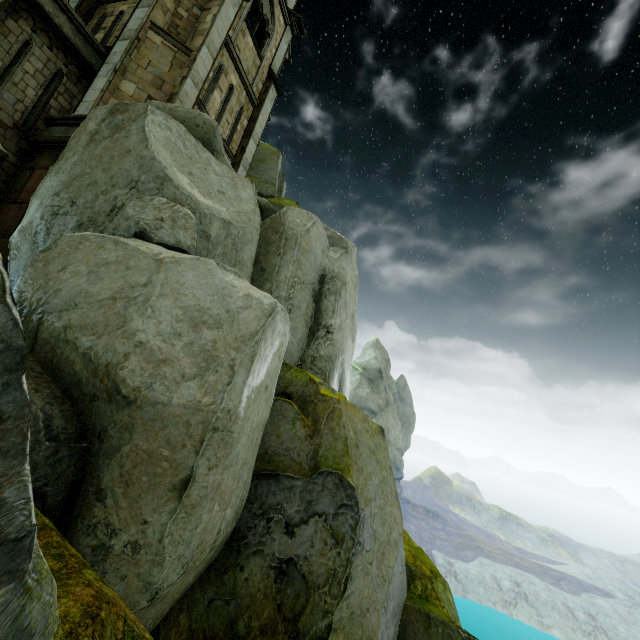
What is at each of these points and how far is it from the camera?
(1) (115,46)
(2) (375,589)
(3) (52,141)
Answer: (1) building, 11.0m
(2) rock, 7.4m
(3) wall trim, 9.4m

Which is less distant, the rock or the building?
the rock

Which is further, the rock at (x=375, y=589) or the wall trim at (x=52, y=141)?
the wall trim at (x=52, y=141)

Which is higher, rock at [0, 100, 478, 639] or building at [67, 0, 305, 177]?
building at [67, 0, 305, 177]

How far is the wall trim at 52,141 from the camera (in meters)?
9.40

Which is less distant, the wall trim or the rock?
the rock

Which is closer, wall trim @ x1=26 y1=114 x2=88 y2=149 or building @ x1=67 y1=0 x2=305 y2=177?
wall trim @ x1=26 y1=114 x2=88 y2=149

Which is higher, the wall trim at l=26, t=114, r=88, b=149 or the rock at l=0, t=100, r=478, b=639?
the wall trim at l=26, t=114, r=88, b=149
